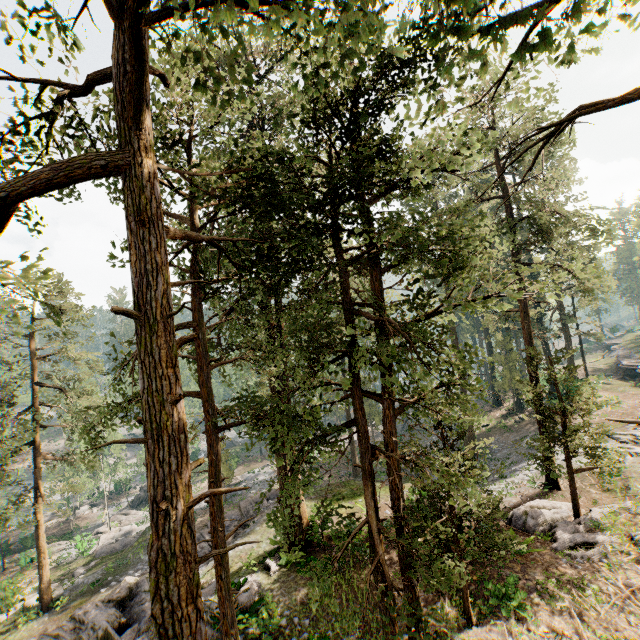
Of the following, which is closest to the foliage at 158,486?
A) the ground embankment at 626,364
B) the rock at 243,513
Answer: the rock at 243,513

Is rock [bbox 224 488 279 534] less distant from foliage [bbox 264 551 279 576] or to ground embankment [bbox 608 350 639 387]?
foliage [bbox 264 551 279 576]

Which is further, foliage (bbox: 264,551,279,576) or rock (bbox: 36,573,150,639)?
foliage (bbox: 264,551,279,576)

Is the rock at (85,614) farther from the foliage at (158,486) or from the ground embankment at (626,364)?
the ground embankment at (626,364)

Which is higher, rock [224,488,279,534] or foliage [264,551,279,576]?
foliage [264,551,279,576]

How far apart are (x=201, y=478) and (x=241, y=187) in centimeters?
4856cm

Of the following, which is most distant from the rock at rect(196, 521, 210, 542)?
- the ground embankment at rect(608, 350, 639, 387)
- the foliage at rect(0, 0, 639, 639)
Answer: the ground embankment at rect(608, 350, 639, 387)

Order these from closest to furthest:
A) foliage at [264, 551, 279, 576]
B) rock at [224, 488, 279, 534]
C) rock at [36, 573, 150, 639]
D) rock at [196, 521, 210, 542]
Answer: rock at [36, 573, 150, 639]
foliage at [264, 551, 279, 576]
rock at [196, 521, 210, 542]
rock at [224, 488, 279, 534]
